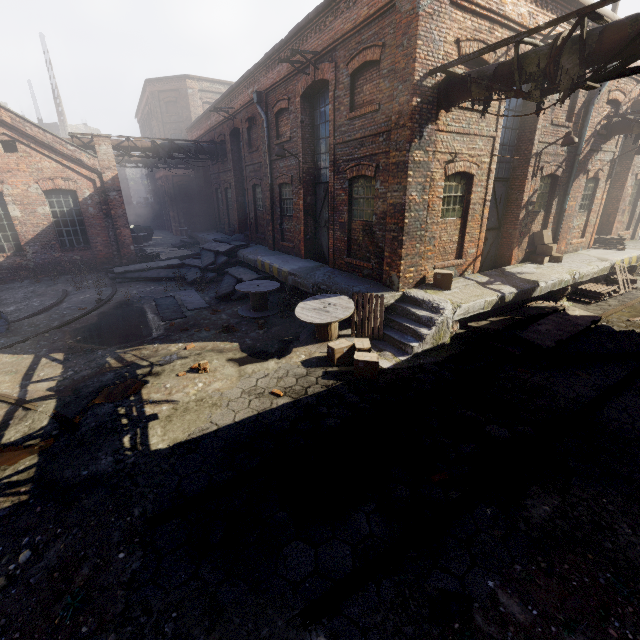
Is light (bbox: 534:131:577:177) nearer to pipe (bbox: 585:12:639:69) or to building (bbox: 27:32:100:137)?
pipe (bbox: 585:12:639:69)

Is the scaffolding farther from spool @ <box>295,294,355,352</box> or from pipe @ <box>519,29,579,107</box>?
spool @ <box>295,294,355,352</box>

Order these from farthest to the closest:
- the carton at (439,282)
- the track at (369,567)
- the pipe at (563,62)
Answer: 1. the carton at (439,282)
2. the pipe at (563,62)
3. the track at (369,567)

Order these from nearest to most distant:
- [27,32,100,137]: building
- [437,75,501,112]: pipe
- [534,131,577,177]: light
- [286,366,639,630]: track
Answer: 1. [286,366,639,630]: track
2. [437,75,501,112]: pipe
3. [534,131,577,177]: light
4. [27,32,100,137]: building

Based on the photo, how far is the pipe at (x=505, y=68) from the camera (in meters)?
6.25

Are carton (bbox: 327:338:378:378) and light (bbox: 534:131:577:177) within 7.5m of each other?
no

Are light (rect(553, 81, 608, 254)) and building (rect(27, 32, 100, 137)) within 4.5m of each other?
no

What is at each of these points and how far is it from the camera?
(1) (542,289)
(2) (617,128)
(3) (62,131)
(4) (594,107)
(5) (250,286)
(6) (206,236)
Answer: (1) building, 10.1 meters
(2) pipe, 12.2 meters
(3) building, 37.6 meters
(4) light, 11.3 meters
(5) spool, 11.1 meters
(6) building, 22.7 meters
